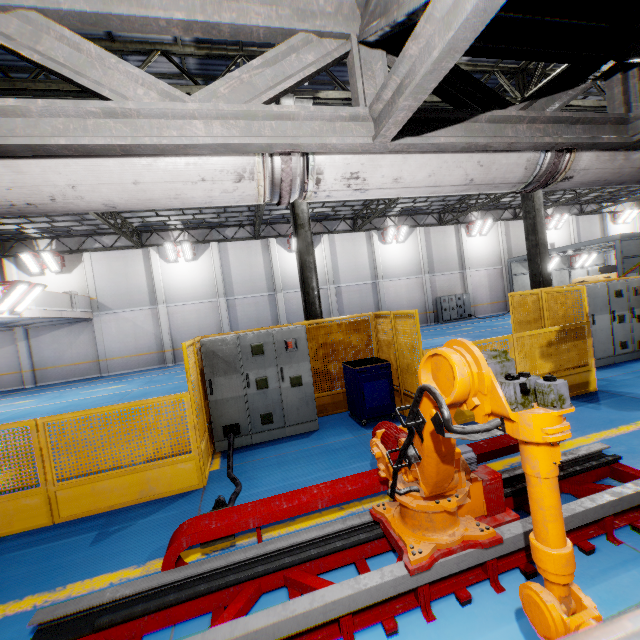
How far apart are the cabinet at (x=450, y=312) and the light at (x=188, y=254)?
18.7 meters

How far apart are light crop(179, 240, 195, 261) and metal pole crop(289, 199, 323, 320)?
14.33m

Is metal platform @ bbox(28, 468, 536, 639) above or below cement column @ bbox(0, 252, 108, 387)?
below

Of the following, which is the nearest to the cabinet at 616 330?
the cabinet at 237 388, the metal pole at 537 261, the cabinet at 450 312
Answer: the metal pole at 537 261

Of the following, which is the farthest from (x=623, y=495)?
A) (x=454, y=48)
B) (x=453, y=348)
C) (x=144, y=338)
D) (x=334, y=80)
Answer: (x=144, y=338)

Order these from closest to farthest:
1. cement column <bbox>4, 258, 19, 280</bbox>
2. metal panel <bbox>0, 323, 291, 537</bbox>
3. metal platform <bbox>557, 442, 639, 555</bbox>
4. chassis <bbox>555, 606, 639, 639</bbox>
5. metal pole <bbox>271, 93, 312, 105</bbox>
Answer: chassis <bbox>555, 606, 639, 639</bbox>, metal platform <bbox>557, 442, 639, 555</bbox>, metal panel <bbox>0, 323, 291, 537</bbox>, metal pole <bbox>271, 93, 312, 105</bbox>, cement column <bbox>4, 258, 19, 280</bbox>

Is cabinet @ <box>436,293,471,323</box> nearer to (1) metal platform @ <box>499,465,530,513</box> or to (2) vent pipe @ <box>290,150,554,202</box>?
(2) vent pipe @ <box>290,150,554,202</box>

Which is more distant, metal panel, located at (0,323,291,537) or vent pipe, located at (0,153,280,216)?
metal panel, located at (0,323,291,537)
